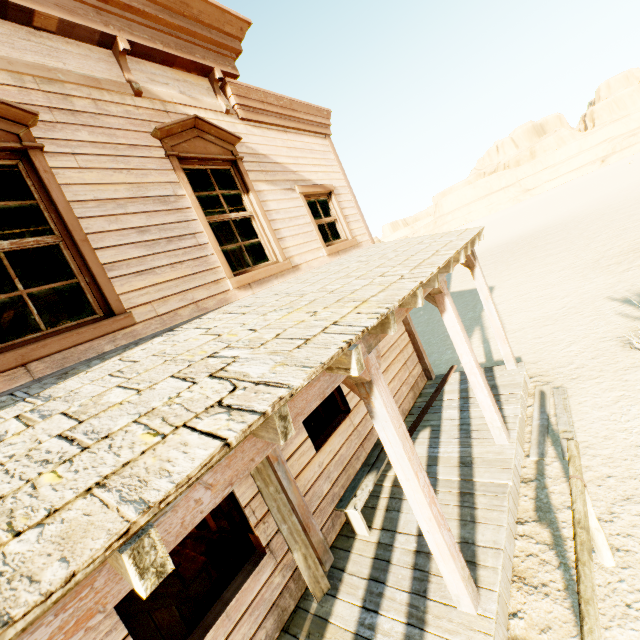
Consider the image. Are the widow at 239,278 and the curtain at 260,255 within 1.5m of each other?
yes

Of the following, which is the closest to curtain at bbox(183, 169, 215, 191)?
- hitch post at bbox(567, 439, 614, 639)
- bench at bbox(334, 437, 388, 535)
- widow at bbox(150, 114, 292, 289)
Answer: widow at bbox(150, 114, 292, 289)

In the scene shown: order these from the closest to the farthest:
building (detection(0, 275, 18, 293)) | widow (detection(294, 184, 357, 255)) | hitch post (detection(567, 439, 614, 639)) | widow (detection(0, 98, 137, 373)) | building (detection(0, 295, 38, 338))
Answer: hitch post (detection(567, 439, 614, 639)), widow (detection(0, 98, 137, 373)), widow (detection(294, 184, 357, 255)), building (detection(0, 275, 18, 293)), building (detection(0, 295, 38, 338))

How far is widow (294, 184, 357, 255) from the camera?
5.9m

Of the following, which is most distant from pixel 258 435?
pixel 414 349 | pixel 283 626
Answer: pixel 414 349

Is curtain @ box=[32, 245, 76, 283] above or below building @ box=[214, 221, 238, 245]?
below

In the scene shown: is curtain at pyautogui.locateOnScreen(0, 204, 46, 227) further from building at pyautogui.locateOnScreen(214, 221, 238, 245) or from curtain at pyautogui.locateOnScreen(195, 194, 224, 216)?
curtain at pyautogui.locateOnScreen(195, 194, 224, 216)

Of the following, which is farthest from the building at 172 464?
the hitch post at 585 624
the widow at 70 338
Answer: the hitch post at 585 624
